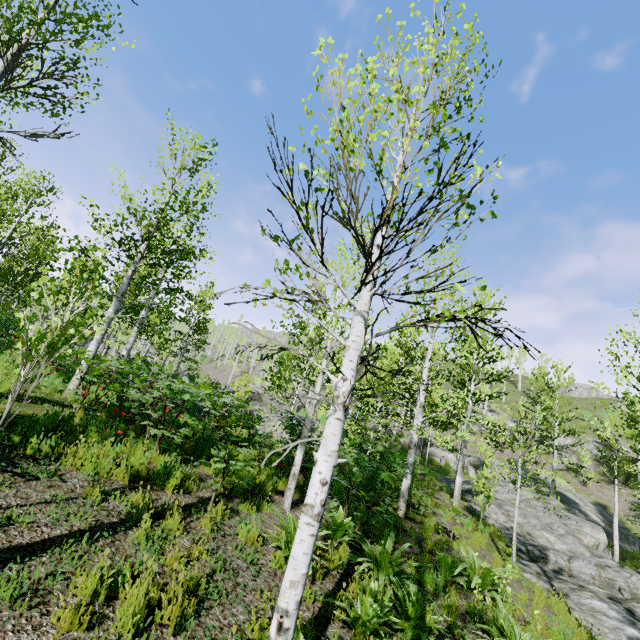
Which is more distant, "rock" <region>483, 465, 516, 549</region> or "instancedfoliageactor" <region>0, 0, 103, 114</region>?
"rock" <region>483, 465, 516, 549</region>

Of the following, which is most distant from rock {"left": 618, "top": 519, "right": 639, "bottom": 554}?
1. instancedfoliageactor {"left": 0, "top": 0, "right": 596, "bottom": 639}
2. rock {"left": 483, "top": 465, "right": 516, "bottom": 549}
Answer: instancedfoliageactor {"left": 0, "top": 0, "right": 596, "bottom": 639}

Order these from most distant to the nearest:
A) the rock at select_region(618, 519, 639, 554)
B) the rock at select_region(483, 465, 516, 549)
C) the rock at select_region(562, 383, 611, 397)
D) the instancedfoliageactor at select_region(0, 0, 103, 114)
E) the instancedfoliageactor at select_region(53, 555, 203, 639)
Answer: the rock at select_region(562, 383, 611, 397), the rock at select_region(618, 519, 639, 554), the rock at select_region(483, 465, 516, 549), the instancedfoliageactor at select_region(0, 0, 103, 114), the instancedfoliageactor at select_region(53, 555, 203, 639)

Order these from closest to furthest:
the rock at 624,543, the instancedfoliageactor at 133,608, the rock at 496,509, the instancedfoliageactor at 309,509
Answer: the instancedfoliageactor at 133,608 → the instancedfoliageactor at 309,509 → the rock at 496,509 → the rock at 624,543

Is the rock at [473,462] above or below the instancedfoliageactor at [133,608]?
above

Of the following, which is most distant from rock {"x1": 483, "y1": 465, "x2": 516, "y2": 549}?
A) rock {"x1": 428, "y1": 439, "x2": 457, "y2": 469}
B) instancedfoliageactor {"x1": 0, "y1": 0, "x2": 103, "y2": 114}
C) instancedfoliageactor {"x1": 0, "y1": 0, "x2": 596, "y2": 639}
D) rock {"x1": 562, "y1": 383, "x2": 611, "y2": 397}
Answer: rock {"x1": 562, "y1": 383, "x2": 611, "y2": 397}

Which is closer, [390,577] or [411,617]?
[411,617]
